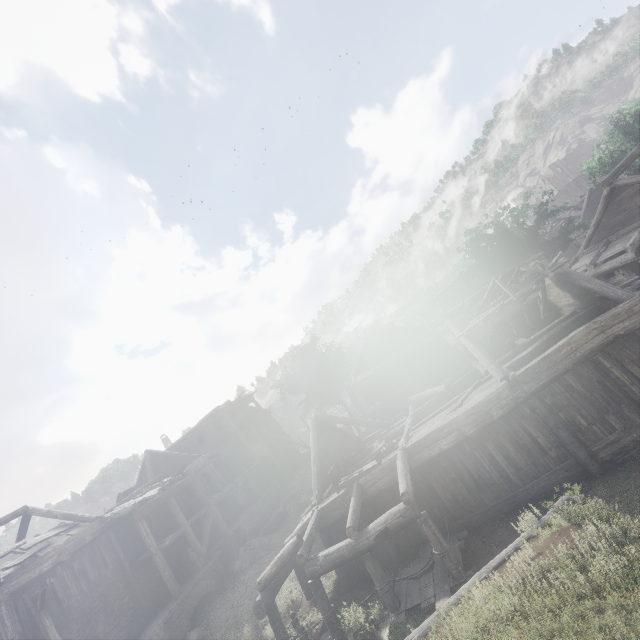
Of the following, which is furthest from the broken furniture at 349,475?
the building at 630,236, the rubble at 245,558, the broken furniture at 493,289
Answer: A: the rubble at 245,558

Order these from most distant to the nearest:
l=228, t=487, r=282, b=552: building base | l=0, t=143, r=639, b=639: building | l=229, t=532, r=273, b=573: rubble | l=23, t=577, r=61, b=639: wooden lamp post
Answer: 1. l=228, t=487, r=282, b=552: building base
2. l=229, t=532, r=273, b=573: rubble
3. l=23, t=577, r=61, b=639: wooden lamp post
4. l=0, t=143, r=639, b=639: building

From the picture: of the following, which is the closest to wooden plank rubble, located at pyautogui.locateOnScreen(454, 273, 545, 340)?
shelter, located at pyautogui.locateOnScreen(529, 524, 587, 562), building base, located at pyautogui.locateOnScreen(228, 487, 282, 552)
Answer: shelter, located at pyautogui.locateOnScreen(529, 524, 587, 562)

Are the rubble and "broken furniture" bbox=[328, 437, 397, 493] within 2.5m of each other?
no

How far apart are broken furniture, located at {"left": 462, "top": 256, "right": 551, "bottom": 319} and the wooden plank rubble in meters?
0.0

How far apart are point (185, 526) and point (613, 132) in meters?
46.2 m

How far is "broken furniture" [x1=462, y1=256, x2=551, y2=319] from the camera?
12.9 meters

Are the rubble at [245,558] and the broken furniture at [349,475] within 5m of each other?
no
